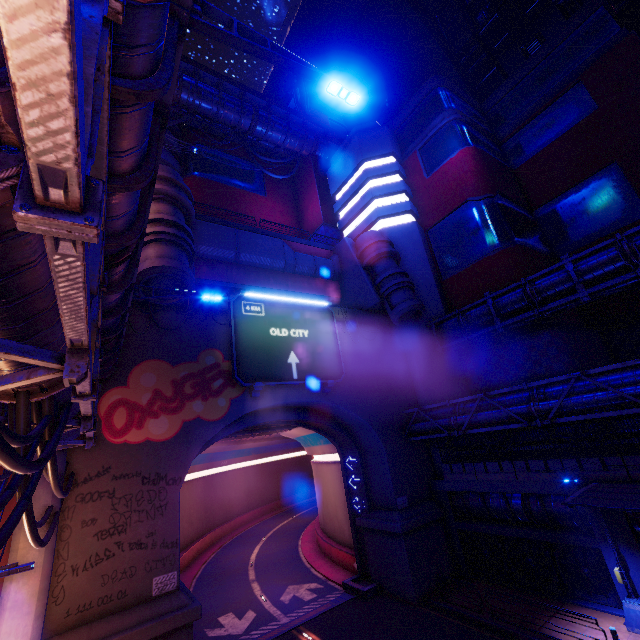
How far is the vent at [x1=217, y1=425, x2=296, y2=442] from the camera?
23.0 meters

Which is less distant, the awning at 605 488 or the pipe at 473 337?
the awning at 605 488

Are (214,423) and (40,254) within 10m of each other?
no

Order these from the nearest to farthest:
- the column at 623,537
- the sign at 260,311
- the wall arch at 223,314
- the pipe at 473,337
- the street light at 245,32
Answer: the street light at 245,32
the column at 623,537
the pipe at 473,337
the sign at 260,311
the wall arch at 223,314

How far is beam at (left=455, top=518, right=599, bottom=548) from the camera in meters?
15.8

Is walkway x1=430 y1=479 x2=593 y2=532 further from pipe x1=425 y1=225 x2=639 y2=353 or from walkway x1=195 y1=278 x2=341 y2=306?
walkway x1=195 y1=278 x2=341 y2=306

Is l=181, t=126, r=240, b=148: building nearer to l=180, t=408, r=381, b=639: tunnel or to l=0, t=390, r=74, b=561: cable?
l=180, t=408, r=381, b=639: tunnel

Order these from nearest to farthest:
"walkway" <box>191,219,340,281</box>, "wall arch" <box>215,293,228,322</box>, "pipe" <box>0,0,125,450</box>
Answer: "pipe" <box>0,0,125,450</box> → "wall arch" <box>215,293,228,322</box> → "walkway" <box>191,219,340,281</box>
